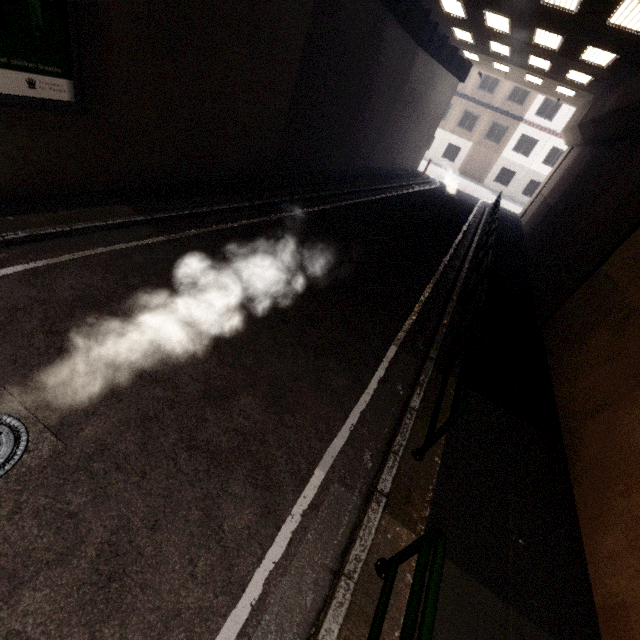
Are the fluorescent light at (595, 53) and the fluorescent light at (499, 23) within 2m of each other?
no

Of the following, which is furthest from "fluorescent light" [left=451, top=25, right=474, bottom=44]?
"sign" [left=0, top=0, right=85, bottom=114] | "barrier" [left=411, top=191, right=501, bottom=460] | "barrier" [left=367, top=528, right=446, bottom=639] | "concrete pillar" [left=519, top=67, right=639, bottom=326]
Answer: "barrier" [left=367, top=528, right=446, bottom=639]

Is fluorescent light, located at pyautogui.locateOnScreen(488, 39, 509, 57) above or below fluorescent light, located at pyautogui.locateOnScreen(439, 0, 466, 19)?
above

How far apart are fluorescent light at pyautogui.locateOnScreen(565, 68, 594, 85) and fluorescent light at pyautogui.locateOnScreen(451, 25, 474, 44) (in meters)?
4.71

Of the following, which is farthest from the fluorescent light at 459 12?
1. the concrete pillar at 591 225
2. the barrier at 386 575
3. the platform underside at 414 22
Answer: the barrier at 386 575

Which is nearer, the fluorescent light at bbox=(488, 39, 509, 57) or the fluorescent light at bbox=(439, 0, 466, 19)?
the fluorescent light at bbox=(439, 0, 466, 19)

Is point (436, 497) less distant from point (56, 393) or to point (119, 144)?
point (56, 393)

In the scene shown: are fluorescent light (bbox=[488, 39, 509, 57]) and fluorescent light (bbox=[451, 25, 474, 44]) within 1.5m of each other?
yes
